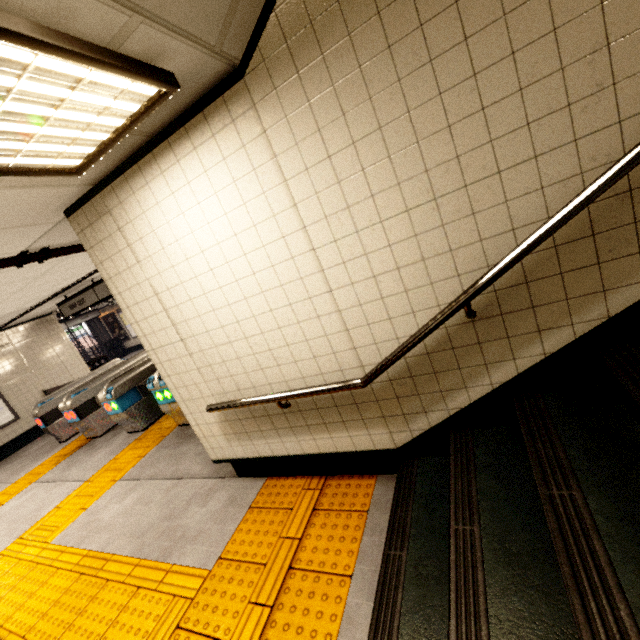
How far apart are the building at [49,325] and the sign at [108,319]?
8.7 meters

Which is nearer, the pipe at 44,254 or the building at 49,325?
the pipe at 44,254

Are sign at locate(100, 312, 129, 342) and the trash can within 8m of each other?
yes

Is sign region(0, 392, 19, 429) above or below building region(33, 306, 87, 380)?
below

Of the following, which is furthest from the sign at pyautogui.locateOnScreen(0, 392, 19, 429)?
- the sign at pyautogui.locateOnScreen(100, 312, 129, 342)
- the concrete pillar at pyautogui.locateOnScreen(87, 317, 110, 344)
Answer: the concrete pillar at pyautogui.locateOnScreen(87, 317, 110, 344)

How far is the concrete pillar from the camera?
18.4m

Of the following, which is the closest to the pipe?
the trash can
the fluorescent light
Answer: the fluorescent light

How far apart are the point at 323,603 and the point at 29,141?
3.0 meters
